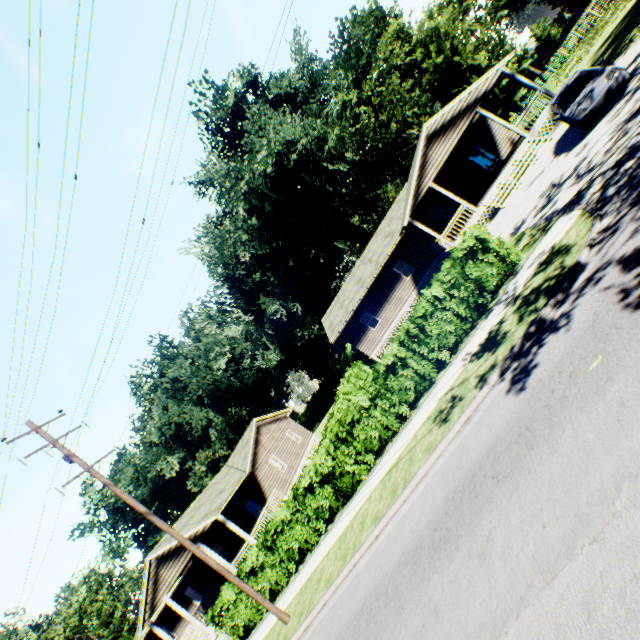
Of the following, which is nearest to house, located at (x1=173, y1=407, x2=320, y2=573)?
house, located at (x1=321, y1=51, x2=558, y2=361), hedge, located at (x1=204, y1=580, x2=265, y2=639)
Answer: hedge, located at (x1=204, y1=580, x2=265, y2=639)

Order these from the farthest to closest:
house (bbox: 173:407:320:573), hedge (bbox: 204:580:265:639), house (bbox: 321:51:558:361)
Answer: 1. house (bbox: 173:407:320:573)
2. house (bbox: 321:51:558:361)
3. hedge (bbox: 204:580:265:639)

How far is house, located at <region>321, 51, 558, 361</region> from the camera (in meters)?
19.34

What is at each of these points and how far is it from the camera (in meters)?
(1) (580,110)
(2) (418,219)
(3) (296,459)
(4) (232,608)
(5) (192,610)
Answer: (1) car, 12.38
(2) house, 25.56
(3) house, 28.59
(4) hedge, 14.57
(5) house, 26.77

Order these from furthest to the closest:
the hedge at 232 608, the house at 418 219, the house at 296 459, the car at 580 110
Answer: the house at 296 459 < the house at 418 219 < the hedge at 232 608 < the car at 580 110

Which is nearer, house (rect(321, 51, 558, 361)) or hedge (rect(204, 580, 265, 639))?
hedge (rect(204, 580, 265, 639))

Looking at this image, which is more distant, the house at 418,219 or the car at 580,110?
the house at 418,219

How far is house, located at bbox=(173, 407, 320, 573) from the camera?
20.0m
